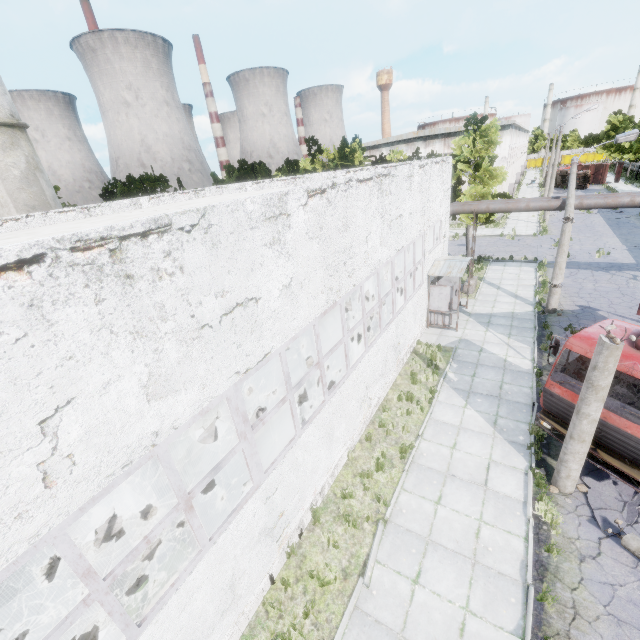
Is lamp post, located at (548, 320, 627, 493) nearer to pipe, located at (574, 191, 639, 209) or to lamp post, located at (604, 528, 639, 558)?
lamp post, located at (604, 528, 639, 558)

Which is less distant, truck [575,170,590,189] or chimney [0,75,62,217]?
chimney [0,75,62,217]

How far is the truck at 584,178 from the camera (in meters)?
50.02

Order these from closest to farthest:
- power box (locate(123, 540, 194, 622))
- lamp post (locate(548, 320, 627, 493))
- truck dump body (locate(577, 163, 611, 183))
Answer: power box (locate(123, 540, 194, 622)), lamp post (locate(548, 320, 627, 493)), truck dump body (locate(577, 163, 611, 183))

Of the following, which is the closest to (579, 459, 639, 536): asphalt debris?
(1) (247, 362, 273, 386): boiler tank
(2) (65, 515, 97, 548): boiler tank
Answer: (1) (247, 362, 273, 386): boiler tank

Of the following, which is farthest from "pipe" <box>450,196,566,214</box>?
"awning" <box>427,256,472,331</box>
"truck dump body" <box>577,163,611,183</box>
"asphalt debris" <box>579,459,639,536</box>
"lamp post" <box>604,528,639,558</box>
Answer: "truck dump body" <box>577,163,611,183</box>

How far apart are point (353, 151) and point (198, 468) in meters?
24.1 m

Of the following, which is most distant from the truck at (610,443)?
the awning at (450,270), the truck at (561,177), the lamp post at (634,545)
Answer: the truck at (561,177)
